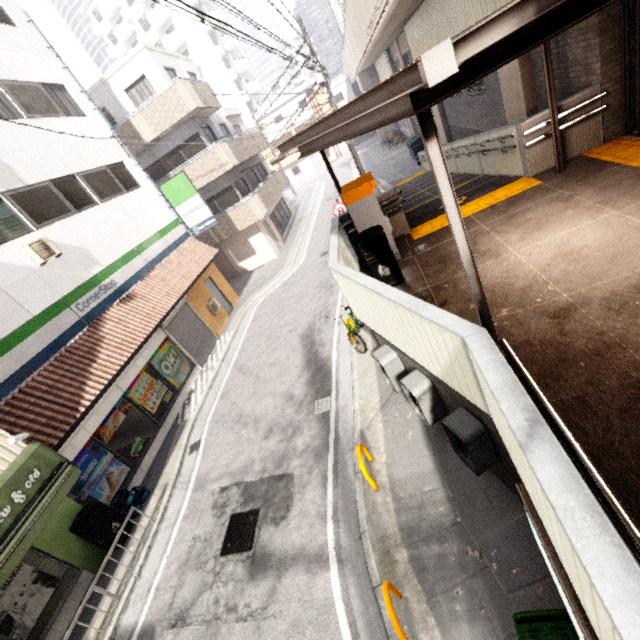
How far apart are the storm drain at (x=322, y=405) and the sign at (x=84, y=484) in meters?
5.8 m

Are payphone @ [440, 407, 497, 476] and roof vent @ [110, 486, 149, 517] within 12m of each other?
yes

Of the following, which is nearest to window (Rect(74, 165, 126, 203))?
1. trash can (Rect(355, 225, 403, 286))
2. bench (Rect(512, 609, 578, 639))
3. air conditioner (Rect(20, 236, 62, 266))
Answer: air conditioner (Rect(20, 236, 62, 266))

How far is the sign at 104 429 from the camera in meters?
8.9 m

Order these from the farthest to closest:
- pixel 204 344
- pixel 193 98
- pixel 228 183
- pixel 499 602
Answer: pixel 228 183 < pixel 193 98 < pixel 204 344 < pixel 499 602

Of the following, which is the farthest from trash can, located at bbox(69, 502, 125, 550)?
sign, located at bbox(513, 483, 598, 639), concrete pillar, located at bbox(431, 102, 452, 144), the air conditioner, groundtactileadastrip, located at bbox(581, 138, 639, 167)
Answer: concrete pillar, located at bbox(431, 102, 452, 144)

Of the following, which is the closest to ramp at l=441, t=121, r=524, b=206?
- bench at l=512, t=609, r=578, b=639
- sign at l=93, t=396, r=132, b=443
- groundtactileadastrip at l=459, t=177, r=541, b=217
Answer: groundtactileadastrip at l=459, t=177, r=541, b=217

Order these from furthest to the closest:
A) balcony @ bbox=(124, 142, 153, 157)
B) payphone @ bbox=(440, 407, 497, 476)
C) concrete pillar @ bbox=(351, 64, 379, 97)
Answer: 1. concrete pillar @ bbox=(351, 64, 379, 97)
2. balcony @ bbox=(124, 142, 153, 157)
3. payphone @ bbox=(440, 407, 497, 476)
